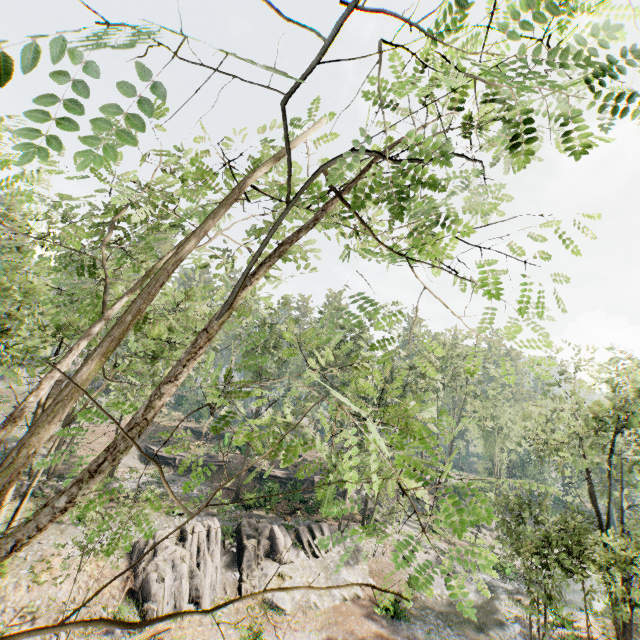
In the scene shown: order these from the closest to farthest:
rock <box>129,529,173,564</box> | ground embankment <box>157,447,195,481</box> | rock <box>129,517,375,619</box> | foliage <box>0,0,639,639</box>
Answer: foliage <box>0,0,639,639</box>
rock <box>129,517,375,619</box>
rock <box>129,529,173,564</box>
ground embankment <box>157,447,195,481</box>

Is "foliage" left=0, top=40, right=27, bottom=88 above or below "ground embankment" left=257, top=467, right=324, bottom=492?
above

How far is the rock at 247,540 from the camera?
17.8 meters

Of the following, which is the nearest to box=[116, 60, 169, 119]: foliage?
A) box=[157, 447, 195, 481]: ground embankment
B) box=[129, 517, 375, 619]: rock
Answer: box=[129, 517, 375, 619]: rock

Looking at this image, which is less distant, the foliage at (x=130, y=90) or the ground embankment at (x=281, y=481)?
the foliage at (x=130, y=90)

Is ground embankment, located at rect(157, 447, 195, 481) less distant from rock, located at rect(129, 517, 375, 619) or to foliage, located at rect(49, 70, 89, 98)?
rock, located at rect(129, 517, 375, 619)

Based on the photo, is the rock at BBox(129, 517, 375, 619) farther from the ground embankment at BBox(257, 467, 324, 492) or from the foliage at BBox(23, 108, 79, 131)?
the ground embankment at BBox(257, 467, 324, 492)

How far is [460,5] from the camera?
1.6 meters
